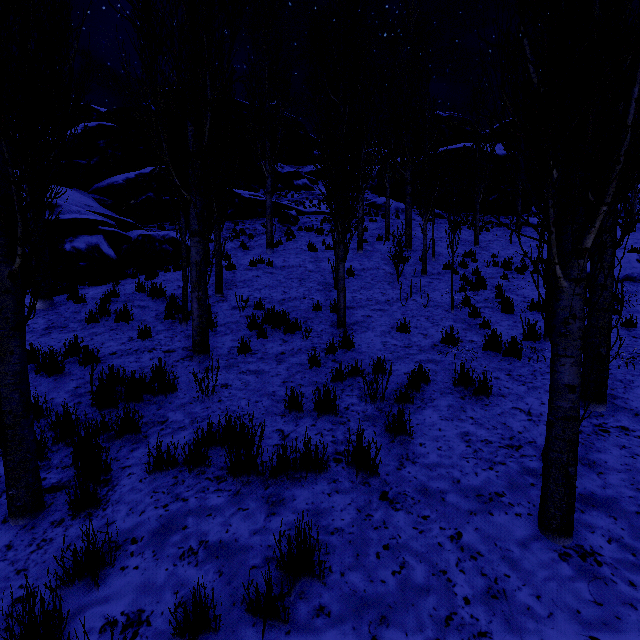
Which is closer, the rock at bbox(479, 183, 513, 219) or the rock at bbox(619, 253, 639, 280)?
the rock at bbox(619, 253, 639, 280)

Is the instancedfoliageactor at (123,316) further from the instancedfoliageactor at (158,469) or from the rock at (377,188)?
the rock at (377,188)

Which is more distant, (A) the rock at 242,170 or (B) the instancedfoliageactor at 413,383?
(A) the rock at 242,170

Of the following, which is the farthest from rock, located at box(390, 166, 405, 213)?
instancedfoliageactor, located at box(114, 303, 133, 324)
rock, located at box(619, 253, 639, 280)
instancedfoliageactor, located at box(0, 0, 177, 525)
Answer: rock, located at box(619, 253, 639, 280)

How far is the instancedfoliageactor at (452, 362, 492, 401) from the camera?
4.3m

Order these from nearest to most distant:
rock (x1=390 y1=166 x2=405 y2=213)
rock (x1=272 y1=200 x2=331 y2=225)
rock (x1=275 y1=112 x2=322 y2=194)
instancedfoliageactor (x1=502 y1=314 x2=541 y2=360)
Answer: instancedfoliageactor (x1=502 y1=314 x2=541 y2=360) → rock (x1=272 y1=200 x2=331 y2=225) → rock (x1=390 y1=166 x2=405 y2=213) → rock (x1=275 y1=112 x2=322 y2=194)

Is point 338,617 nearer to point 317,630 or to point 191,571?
point 317,630

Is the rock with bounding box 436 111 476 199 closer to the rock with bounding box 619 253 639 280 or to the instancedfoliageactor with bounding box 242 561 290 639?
the instancedfoliageactor with bounding box 242 561 290 639
